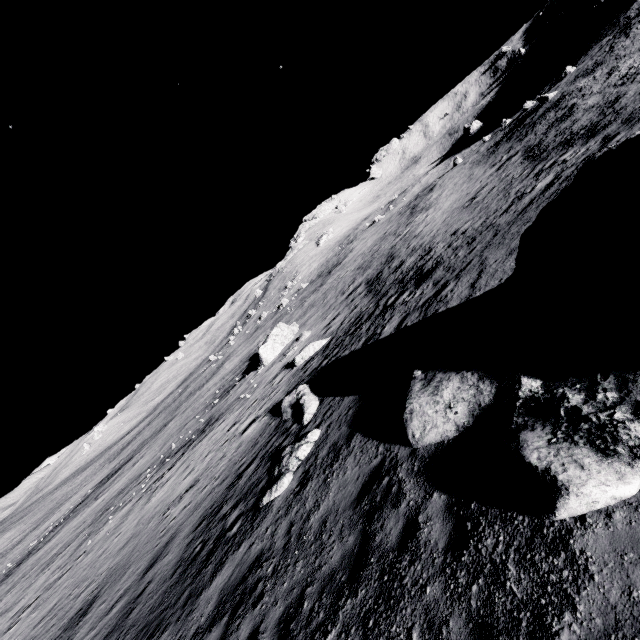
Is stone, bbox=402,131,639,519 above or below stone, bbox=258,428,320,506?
above

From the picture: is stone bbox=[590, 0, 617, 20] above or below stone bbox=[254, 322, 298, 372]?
above

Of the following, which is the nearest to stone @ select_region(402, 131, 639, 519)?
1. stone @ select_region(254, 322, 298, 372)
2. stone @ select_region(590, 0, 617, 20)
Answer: stone @ select_region(254, 322, 298, 372)

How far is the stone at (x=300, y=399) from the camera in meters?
13.9

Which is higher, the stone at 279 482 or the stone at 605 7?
the stone at 605 7

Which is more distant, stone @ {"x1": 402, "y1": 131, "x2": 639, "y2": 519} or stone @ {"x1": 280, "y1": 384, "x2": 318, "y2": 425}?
stone @ {"x1": 280, "y1": 384, "x2": 318, "y2": 425}

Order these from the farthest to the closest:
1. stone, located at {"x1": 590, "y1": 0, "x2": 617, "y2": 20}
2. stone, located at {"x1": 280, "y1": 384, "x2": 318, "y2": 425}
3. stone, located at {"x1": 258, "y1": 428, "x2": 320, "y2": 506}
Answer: stone, located at {"x1": 590, "y1": 0, "x2": 617, "y2": 20}
stone, located at {"x1": 280, "y1": 384, "x2": 318, "y2": 425}
stone, located at {"x1": 258, "y1": 428, "x2": 320, "y2": 506}

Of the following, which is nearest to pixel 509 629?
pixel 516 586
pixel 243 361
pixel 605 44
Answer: pixel 516 586
